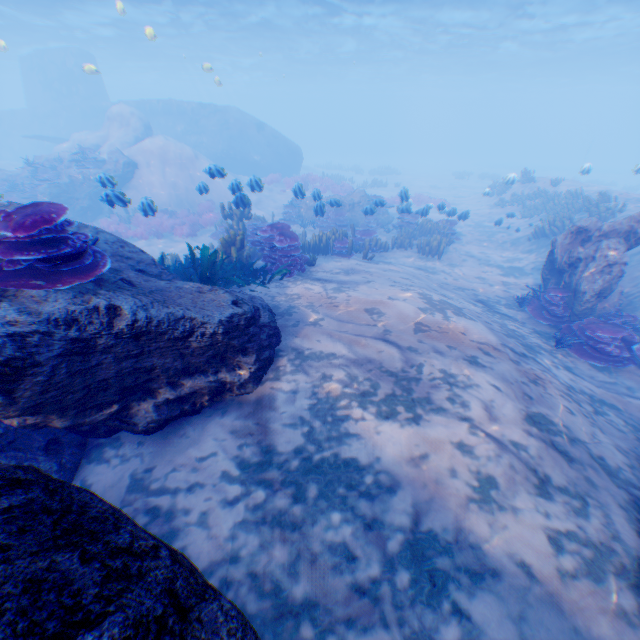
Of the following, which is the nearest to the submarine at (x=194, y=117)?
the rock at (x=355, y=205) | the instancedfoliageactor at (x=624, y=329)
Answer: the rock at (x=355, y=205)

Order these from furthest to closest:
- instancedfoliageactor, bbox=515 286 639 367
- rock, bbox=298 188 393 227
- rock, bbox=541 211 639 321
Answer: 1. rock, bbox=298 188 393 227
2. rock, bbox=541 211 639 321
3. instancedfoliageactor, bbox=515 286 639 367

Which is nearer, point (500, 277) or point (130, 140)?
point (500, 277)

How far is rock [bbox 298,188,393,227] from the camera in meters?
12.4 m

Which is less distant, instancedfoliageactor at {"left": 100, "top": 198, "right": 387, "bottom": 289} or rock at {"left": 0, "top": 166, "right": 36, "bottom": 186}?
instancedfoliageactor at {"left": 100, "top": 198, "right": 387, "bottom": 289}

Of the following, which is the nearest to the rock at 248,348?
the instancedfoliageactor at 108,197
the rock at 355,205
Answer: the instancedfoliageactor at 108,197

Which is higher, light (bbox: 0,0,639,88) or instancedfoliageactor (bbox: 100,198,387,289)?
light (bbox: 0,0,639,88)

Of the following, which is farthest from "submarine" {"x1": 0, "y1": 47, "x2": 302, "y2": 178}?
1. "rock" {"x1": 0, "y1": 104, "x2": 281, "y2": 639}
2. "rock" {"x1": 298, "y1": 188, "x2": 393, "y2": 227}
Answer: "rock" {"x1": 298, "y1": 188, "x2": 393, "y2": 227}
